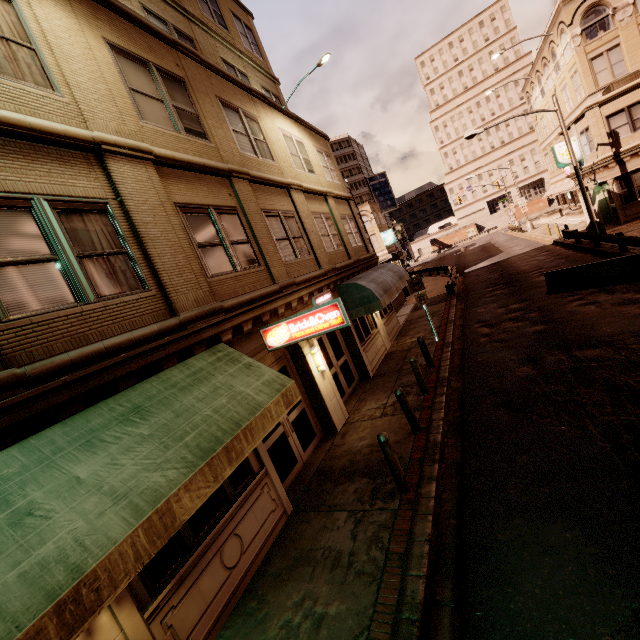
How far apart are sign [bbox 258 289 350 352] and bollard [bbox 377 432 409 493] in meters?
2.3 m

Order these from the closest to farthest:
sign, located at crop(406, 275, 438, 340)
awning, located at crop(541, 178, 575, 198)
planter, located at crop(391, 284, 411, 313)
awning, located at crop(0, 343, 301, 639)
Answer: awning, located at crop(0, 343, 301, 639) → sign, located at crop(406, 275, 438, 340) → planter, located at crop(391, 284, 411, 313) → awning, located at crop(541, 178, 575, 198)

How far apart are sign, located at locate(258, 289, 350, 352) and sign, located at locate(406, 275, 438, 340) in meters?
7.8

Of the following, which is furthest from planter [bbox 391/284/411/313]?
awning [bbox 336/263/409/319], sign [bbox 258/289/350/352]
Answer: sign [bbox 258/289/350/352]

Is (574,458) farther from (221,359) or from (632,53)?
(632,53)

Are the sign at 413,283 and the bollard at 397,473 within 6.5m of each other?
no

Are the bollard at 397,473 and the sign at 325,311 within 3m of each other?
yes

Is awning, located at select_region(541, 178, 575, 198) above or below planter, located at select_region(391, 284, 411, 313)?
above
